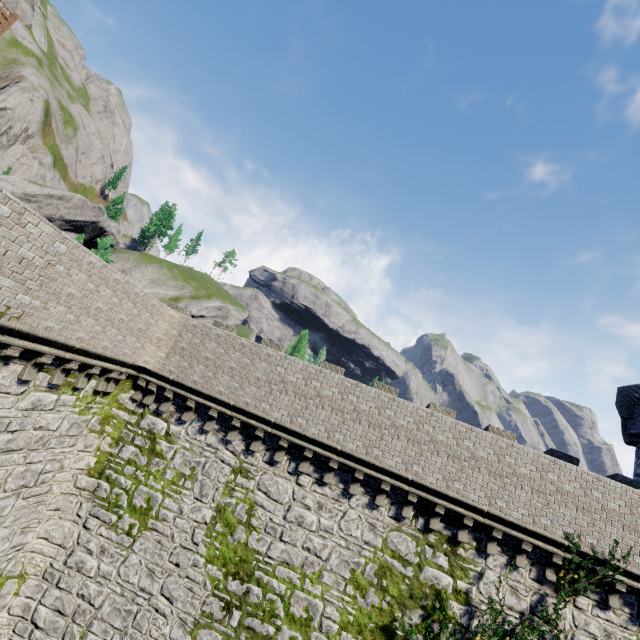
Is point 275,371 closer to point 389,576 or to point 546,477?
point 389,576
